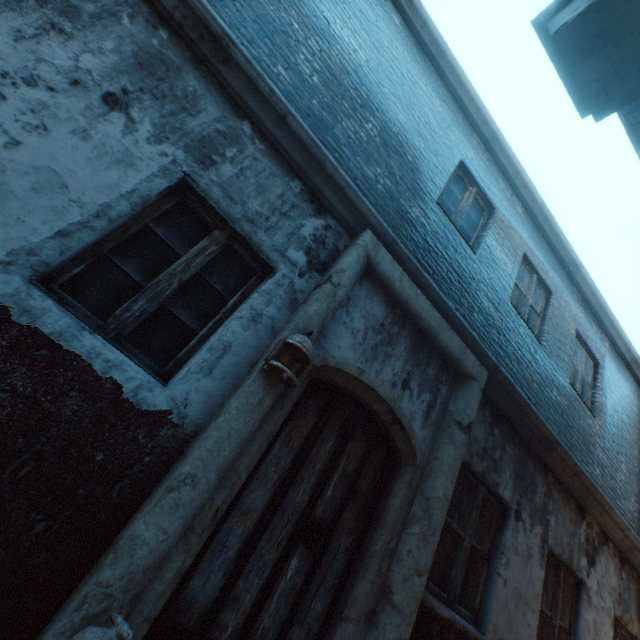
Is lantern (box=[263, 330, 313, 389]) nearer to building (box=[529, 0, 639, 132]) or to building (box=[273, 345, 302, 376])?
building (box=[273, 345, 302, 376])

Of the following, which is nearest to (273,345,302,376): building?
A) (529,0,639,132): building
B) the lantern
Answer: the lantern

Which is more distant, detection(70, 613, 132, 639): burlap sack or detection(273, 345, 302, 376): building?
detection(273, 345, 302, 376): building

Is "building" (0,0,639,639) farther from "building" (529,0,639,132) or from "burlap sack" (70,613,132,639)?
"building" (529,0,639,132)

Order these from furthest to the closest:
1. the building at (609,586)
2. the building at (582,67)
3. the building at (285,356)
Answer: the building at (285,356), the building at (609,586), the building at (582,67)

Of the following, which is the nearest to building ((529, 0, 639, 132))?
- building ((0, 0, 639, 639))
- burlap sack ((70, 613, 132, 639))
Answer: building ((0, 0, 639, 639))

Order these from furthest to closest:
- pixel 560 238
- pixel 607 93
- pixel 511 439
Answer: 1. pixel 560 238
2. pixel 511 439
3. pixel 607 93

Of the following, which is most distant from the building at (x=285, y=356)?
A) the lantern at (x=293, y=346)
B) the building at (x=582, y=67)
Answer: the building at (x=582, y=67)
